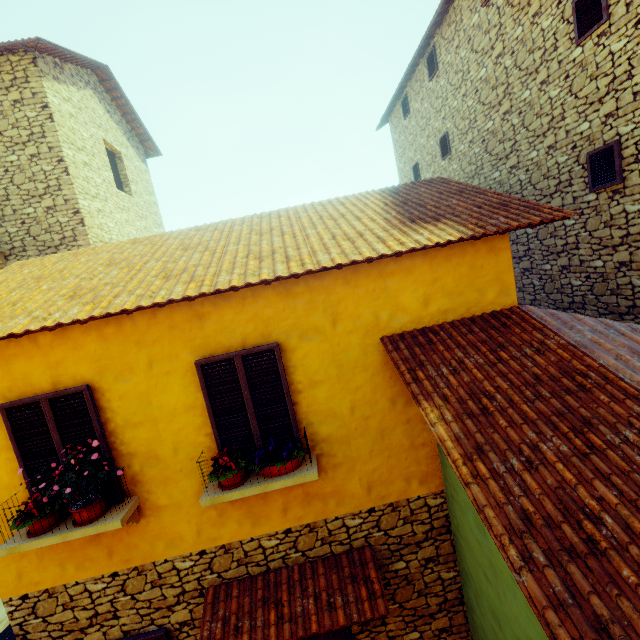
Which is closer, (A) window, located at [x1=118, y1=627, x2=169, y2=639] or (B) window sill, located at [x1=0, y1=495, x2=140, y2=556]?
(B) window sill, located at [x1=0, y1=495, x2=140, y2=556]

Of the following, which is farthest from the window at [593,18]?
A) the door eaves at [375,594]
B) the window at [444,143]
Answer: the window at [444,143]

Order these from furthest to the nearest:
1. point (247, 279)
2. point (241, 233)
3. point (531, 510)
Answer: point (241, 233)
point (247, 279)
point (531, 510)

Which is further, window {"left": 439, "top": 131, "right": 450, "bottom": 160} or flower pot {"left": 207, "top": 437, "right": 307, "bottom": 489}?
window {"left": 439, "top": 131, "right": 450, "bottom": 160}

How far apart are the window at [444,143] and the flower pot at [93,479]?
12.0 meters

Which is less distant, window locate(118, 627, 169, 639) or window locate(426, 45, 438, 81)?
window locate(118, 627, 169, 639)

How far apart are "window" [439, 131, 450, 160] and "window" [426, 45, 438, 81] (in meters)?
1.76

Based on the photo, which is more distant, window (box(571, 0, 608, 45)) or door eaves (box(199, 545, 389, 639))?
window (box(571, 0, 608, 45))
